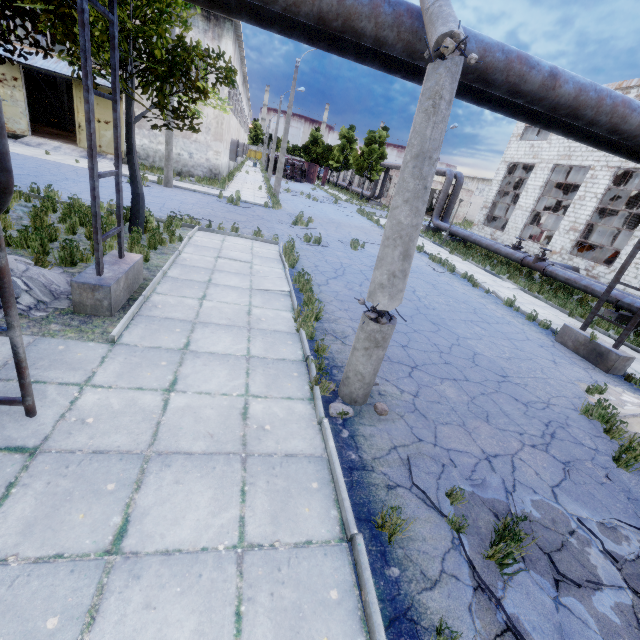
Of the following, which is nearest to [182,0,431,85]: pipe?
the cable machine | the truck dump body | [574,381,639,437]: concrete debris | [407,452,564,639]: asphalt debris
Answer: [574,381,639,437]: concrete debris

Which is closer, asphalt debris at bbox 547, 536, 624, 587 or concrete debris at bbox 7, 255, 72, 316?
asphalt debris at bbox 547, 536, 624, 587

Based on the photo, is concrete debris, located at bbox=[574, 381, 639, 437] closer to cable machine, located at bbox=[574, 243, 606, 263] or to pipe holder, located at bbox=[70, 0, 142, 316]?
pipe holder, located at bbox=[70, 0, 142, 316]

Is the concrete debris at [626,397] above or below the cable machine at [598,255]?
below

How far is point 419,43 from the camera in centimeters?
454cm

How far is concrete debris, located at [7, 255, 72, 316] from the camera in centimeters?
509cm

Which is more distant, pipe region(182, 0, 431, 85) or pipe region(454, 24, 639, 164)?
pipe region(454, 24, 639, 164)

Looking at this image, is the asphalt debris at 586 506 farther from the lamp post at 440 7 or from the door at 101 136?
the door at 101 136
